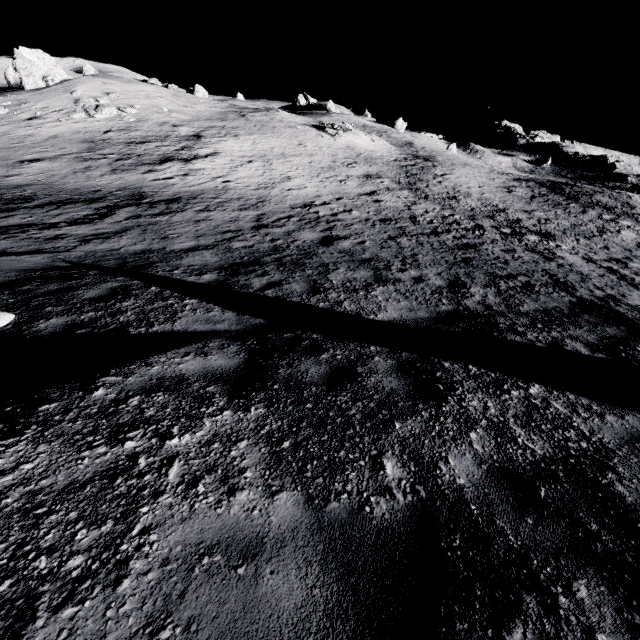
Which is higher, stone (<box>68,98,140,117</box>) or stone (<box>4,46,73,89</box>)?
stone (<box>4,46,73,89</box>)

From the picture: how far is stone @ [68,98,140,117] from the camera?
26.2m

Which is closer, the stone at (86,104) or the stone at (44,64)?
the stone at (86,104)

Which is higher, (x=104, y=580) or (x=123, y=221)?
(x=104, y=580)

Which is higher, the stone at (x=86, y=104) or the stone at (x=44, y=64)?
the stone at (x=44, y=64)

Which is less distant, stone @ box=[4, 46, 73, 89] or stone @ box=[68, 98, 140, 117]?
stone @ box=[68, 98, 140, 117]
